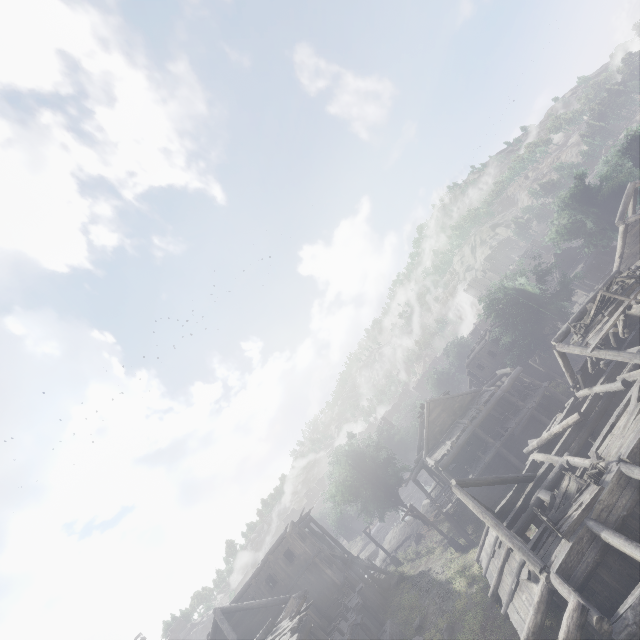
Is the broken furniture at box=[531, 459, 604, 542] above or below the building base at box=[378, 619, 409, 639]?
above

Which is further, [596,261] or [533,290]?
[596,261]

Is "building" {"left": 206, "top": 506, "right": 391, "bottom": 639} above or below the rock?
above

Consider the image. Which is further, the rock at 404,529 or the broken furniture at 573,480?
the rock at 404,529

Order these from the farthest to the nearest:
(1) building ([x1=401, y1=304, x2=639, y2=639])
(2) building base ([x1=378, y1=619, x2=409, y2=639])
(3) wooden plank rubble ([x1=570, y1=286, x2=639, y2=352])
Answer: (2) building base ([x1=378, y1=619, x2=409, y2=639])
(3) wooden plank rubble ([x1=570, y1=286, x2=639, y2=352])
(1) building ([x1=401, y1=304, x2=639, y2=639])

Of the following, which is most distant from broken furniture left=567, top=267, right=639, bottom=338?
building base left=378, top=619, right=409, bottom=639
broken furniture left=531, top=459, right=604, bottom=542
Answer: building base left=378, top=619, right=409, bottom=639

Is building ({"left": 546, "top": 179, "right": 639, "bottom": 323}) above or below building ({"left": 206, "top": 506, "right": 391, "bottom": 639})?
below

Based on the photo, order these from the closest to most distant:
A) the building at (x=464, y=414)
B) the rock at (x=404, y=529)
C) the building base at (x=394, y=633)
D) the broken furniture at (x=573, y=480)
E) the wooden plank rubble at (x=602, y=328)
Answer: the building at (x=464, y=414), the broken furniture at (x=573, y=480), the wooden plank rubble at (x=602, y=328), the building base at (x=394, y=633), the rock at (x=404, y=529)
